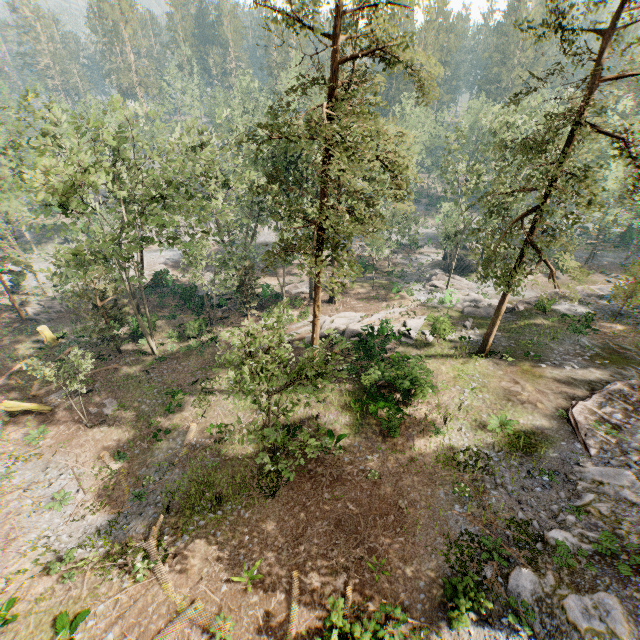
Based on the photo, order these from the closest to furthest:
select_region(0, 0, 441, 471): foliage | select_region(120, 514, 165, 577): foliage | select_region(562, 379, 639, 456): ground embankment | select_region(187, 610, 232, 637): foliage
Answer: select_region(187, 610, 232, 637): foliage
select_region(0, 0, 441, 471): foliage
select_region(120, 514, 165, 577): foliage
select_region(562, 379, 639, 456): ground embankment

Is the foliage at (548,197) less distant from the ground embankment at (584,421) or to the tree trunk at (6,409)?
the ground embankment at (584,421)

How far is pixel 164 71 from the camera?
53.4m

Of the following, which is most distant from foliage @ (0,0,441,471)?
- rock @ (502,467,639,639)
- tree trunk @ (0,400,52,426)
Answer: tree trunk @ (0,400,52,426)

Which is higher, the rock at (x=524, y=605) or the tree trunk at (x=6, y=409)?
the rock at (x=524, y=605)

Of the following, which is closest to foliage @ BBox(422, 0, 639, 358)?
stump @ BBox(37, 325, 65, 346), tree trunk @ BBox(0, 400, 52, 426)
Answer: tree trunk @ BBox(0, 400, 52, 426)

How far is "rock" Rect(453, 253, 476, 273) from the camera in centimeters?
4381cm

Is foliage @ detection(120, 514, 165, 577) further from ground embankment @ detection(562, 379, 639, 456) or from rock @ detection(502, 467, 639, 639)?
ground embankment @ detection(562, 379, 639, 456)
